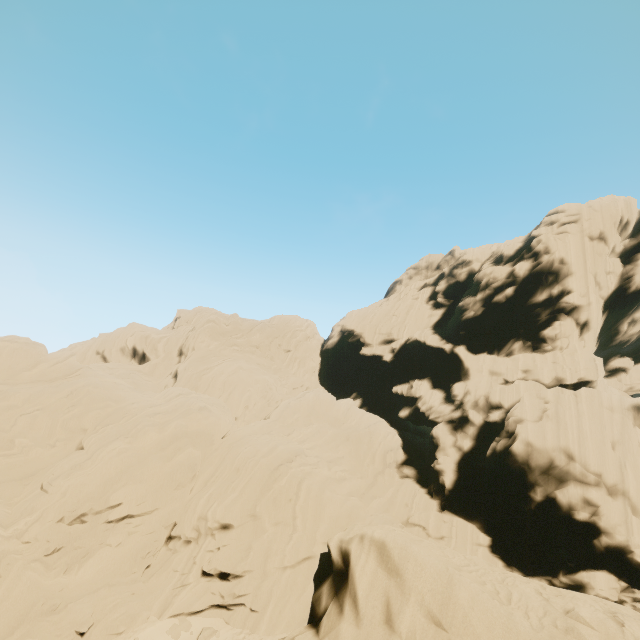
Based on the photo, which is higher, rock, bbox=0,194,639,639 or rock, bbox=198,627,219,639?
rock, bbox=0,194,639,639

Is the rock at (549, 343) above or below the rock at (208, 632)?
above

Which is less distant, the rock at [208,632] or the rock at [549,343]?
the rock at [549,343]

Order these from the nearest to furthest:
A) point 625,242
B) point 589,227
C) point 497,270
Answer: point 589,227 < point 625,242 < point 497,270

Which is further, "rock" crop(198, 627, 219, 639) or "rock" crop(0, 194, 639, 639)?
"rock" crop(198, 627, 219, 639)
